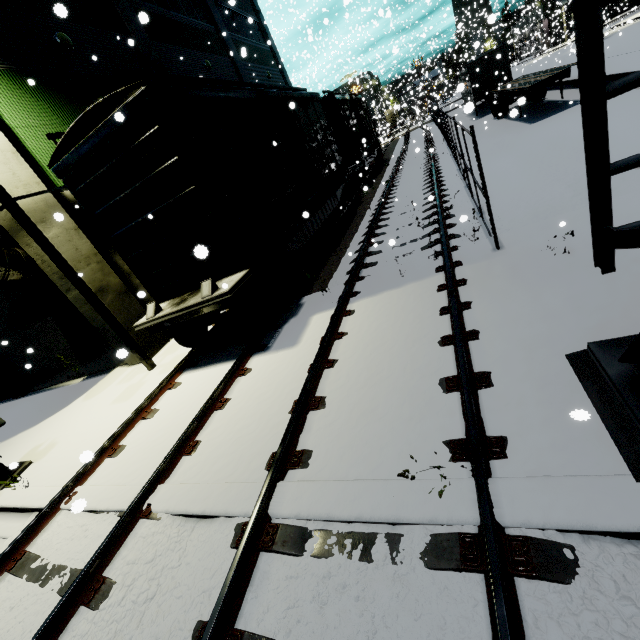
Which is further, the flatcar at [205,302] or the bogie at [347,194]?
the bogie at [347,194]

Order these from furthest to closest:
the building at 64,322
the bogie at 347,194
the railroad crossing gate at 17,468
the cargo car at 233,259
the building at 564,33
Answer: the building at 564,33 → the bogie at 347,194 → the building at 64,322 → the railroad crossing gate at 17,468 → the cargo car at 233,259

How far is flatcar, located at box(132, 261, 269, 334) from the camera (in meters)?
6.12

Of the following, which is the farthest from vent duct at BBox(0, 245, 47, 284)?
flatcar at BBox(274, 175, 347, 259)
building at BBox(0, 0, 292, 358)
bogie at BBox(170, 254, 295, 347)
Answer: bogie at BBox(170, 254, 295, 347)

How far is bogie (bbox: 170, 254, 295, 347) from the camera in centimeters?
674cm

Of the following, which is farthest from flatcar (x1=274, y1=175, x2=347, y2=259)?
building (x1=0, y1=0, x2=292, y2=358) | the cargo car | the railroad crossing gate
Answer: the railroad crossing gate

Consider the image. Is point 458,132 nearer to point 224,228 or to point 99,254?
point 224,228

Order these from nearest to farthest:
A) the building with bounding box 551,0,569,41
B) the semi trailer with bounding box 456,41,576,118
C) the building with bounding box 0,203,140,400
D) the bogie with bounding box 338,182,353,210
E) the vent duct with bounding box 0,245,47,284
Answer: the vent duct with bounding box 0,245,47,284, the building with bounding box 0,203,140,400, the bogie with bounding box 338,182,353,210, the semi trailer with bounding box 456,41,576,118, the building with bounding box 551,0,569,41
